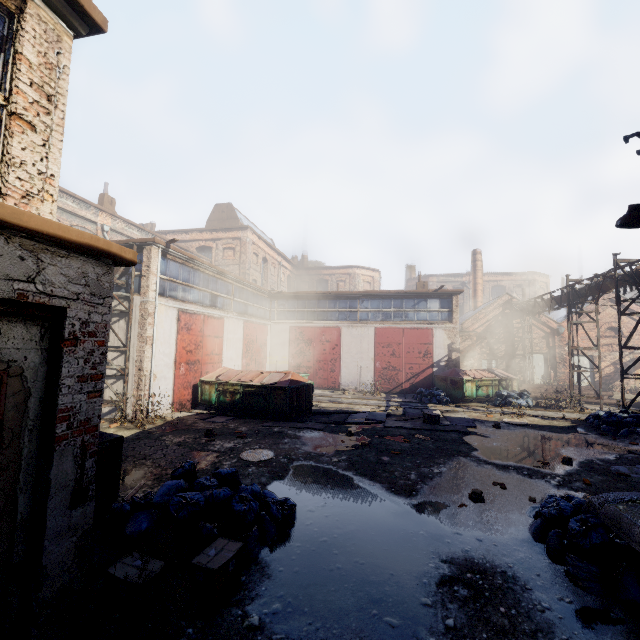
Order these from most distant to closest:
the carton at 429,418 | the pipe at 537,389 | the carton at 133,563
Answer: the pipe at 537,389
the carton at 429,418
the carton at 133,563

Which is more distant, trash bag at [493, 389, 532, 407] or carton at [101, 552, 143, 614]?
trash bag at [493, 389, 532, 407]

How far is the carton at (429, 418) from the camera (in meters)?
12.01

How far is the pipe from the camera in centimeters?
1917cm

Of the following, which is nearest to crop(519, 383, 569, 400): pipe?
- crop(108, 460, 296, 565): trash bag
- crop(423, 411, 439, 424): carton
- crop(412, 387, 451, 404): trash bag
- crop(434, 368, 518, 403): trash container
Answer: crop(434, 368, 518, 403): trash container

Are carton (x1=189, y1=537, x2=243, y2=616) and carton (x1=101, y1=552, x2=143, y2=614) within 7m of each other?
yes

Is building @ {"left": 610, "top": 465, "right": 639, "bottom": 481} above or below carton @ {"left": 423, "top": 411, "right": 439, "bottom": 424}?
below

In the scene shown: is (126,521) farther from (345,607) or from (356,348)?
(356,348)
